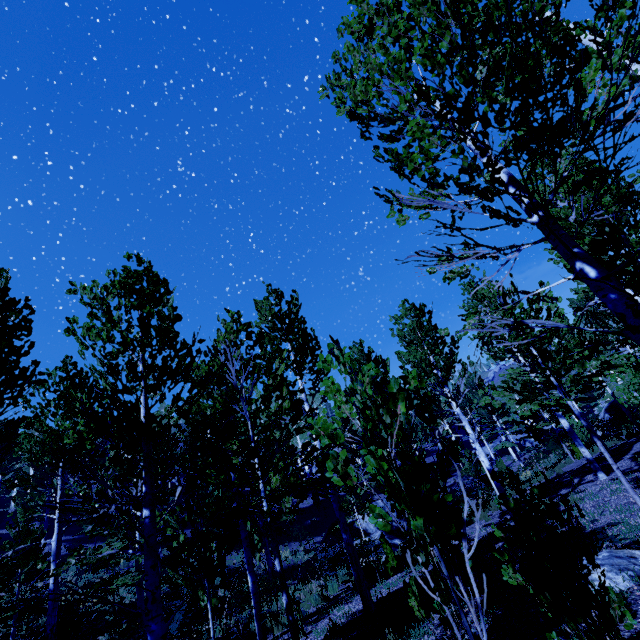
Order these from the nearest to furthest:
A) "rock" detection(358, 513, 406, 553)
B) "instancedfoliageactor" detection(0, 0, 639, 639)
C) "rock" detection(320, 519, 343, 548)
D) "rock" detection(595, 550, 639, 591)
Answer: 1. "instancedfoliageactor" detection(0, 0, 639, 639)
2. "rock" detection(595, 550, 639, 591)
3. "rock" detection(358, 513, 406, 553)
4. "rock" detection(320, 519, 343, 548)

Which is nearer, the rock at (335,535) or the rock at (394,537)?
the rock at (394,537)

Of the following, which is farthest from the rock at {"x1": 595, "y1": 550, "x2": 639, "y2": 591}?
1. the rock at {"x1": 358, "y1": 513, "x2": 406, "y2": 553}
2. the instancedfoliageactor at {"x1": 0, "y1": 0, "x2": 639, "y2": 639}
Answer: the rock at {"x1": 358, "y1": 513, "x2": 406, "y2": 553}

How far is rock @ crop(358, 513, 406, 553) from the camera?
17.69m

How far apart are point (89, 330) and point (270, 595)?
9.63m

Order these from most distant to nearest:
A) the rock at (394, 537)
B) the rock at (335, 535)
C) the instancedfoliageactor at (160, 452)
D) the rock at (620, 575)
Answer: the rock at (335, 535) → the rock at (394, 537) → the rock at (620, 575) → the instancedfoliageactor at (160, 452)

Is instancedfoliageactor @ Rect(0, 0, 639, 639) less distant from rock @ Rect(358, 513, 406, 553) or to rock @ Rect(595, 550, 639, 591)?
rock @ Rect(358, 513, 406, 553)
